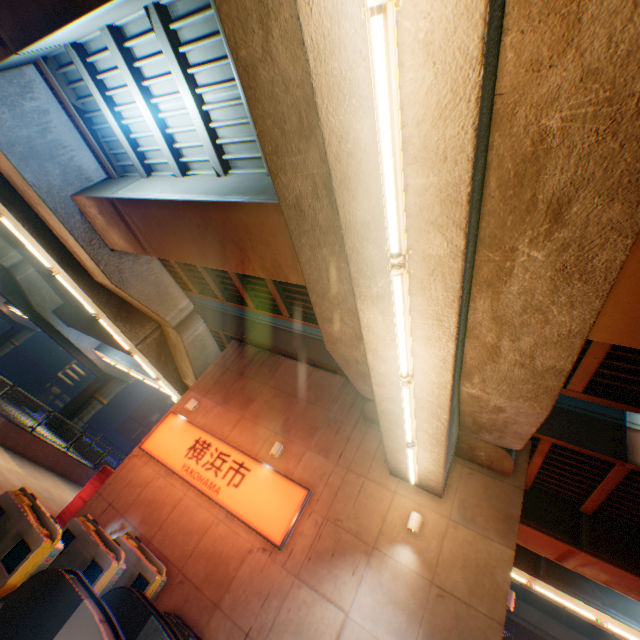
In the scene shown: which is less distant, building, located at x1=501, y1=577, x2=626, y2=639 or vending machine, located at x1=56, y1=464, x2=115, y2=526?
vending machine, located at x1=56, y1=464, x2=115, y2=526

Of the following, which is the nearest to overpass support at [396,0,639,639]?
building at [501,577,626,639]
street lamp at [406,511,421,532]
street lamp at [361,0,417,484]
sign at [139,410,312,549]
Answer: street lamp at [361,0,417,484]

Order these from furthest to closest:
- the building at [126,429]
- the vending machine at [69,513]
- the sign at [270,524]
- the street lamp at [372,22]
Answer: the building at [126,429] < the vending machine at [69,513] < the sign at [270,524] < the street lamp at [372,22]

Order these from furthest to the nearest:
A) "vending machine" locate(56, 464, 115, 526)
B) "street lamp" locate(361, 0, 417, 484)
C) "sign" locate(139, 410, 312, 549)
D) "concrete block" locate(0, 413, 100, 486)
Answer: "concrete block" locate(0, 413, 100, 486), "vending machine" locate(56, 464, 115, 526), "sign" locate(139, 410, 312, 549), "street lamp" locate(361, 0, 417, 484)

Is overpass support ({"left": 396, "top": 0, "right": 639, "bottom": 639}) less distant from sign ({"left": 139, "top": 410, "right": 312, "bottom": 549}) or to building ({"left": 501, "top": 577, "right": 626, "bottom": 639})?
sign ({"left": 139, "top": 410, "right": 312, "bottom": 549})

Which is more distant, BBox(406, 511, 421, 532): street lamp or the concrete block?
the concrete block

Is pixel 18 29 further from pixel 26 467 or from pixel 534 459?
pixel 534 459

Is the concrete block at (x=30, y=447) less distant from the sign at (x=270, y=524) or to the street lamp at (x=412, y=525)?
the sign at (x=270, y=524)
